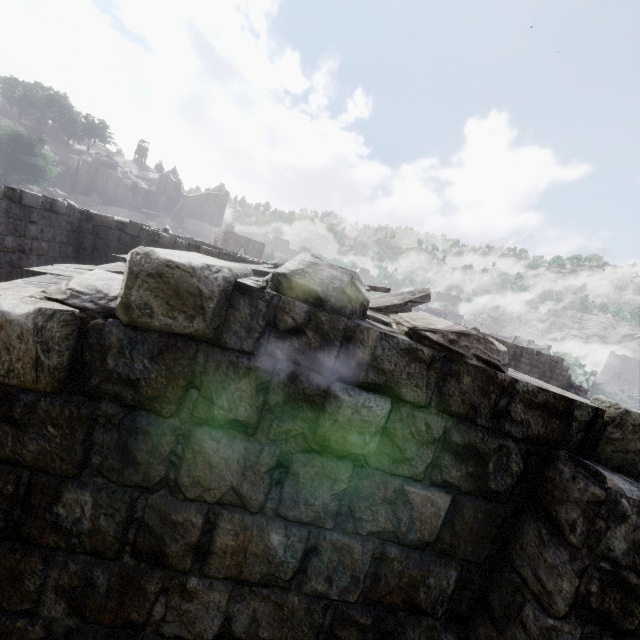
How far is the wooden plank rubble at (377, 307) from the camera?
6.54m

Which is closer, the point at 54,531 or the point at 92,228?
the point at 54,531

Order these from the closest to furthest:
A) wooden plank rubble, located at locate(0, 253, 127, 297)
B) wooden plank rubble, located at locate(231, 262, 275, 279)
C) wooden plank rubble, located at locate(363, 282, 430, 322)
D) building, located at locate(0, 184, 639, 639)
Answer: building, located at locate(0, 184, 639, 639) → wooden plank rubble, located at locate(0, 253, 127, 297) → wooden plank rubble, located at locate(363, 282, 430, 322) → wooden plank rubble, located at locate(231, 262, 275, 279)

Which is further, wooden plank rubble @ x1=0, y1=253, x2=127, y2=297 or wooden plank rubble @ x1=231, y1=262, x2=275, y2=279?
wooden plank rubble @ x1=231, y1=262, x2=275, y2=279

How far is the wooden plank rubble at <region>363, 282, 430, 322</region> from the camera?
6.5 meters
